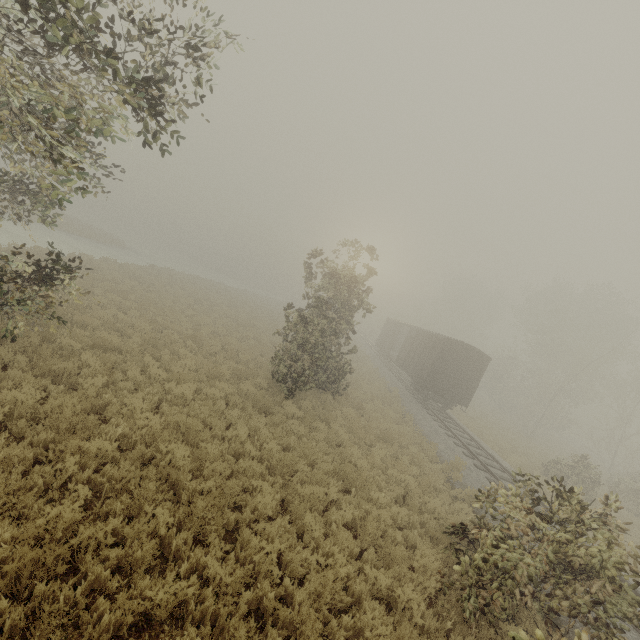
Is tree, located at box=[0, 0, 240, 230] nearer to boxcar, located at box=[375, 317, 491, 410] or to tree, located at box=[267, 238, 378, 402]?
tree, located at box=[267, 238, 378, 402]

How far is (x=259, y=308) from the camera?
36.22m

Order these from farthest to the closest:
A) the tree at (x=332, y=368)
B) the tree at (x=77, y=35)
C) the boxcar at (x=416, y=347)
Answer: the boxcar at (x=416, y=347), the tree at (x=332, y=368), the tree at (x=77, y=35)

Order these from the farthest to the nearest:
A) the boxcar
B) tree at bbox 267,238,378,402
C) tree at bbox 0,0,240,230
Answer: the boxcar, tree at bbox 267,238,378,402, tree at bbox 0,0,240,230

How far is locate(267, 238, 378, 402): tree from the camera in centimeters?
1282cm

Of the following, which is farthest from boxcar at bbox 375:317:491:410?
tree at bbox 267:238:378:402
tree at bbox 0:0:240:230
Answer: tree at bbox 0:0:240:230

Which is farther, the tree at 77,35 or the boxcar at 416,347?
the boxcar at 416,347
